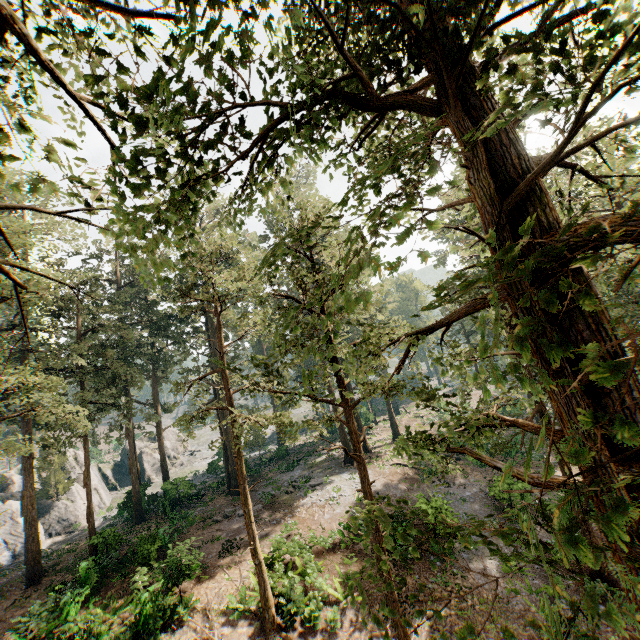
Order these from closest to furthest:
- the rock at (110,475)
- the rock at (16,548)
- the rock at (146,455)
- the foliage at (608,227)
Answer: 1. the foliage at (608,227)
2. the rock at (16,548)
3. the rock at (110,475)
4. the rock at (146,455)

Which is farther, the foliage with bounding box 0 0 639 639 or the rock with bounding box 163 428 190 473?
the rock with bounding box 163 428 190 473

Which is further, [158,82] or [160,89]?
[158,82]

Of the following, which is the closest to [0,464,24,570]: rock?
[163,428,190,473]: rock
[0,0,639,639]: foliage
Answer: [0,0,639,639]: foliage

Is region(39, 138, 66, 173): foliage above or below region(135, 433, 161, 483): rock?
above

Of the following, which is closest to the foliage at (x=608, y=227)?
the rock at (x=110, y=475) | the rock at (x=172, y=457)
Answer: the rock at (x=110, y=475)
